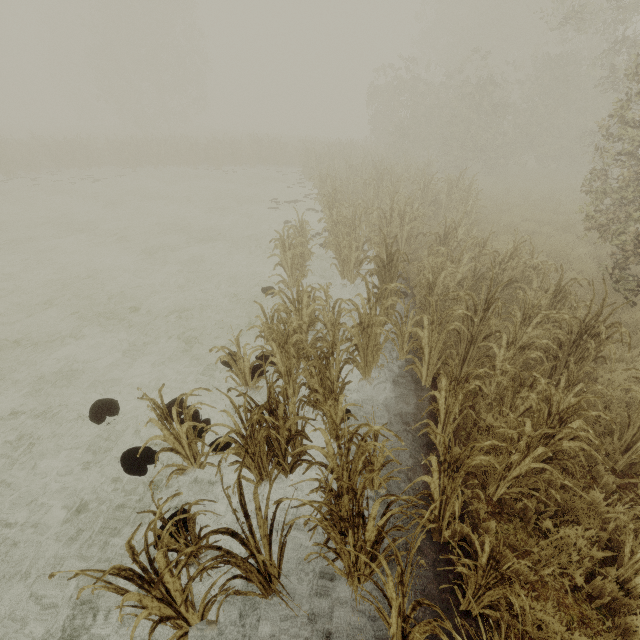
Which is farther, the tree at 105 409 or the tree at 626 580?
the tree at 105 409

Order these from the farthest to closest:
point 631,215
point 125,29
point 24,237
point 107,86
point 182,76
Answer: point 182,76, point 107,86, point 125,29, point 24,237, point 631,215

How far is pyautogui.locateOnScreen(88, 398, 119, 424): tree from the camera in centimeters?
480cm

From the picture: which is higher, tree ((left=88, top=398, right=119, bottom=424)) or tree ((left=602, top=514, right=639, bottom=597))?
tree ((left=602, top=514, right=639, bottom=597))

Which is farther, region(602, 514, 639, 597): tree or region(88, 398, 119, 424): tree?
region(88, 398, 119, 424): tree

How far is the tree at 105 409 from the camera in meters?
4.8
